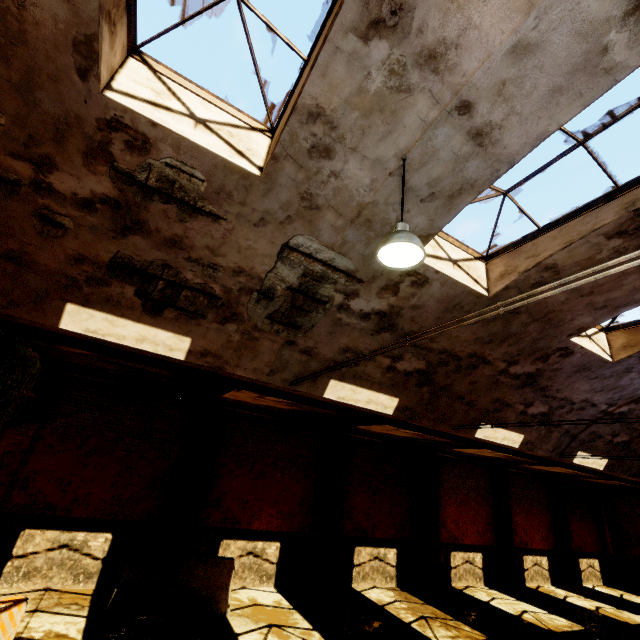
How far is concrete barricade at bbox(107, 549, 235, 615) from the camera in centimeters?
750cm

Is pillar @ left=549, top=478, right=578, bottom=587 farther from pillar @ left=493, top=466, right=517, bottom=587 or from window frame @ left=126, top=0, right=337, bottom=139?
window frame @ left=126, top=0, right=337, bottom=139

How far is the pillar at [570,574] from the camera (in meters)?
16.54

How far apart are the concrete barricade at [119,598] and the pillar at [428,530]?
8.1m

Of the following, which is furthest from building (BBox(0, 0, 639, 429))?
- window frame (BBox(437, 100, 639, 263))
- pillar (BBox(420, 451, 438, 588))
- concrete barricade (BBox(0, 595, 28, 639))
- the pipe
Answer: pillar (BBox(420, 451, 438, 588))

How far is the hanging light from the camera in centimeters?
350cm

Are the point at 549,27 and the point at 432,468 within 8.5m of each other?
no

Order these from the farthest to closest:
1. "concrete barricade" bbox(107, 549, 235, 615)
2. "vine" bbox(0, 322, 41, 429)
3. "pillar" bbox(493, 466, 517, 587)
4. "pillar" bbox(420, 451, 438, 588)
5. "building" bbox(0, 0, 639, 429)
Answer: "pillar" bbox(493, 466, 517, 587), "pillar" bbox(420, 451, 438, 588), "concrete barricade" bbox(107, 549, 235, 615), "vine" bbox(0, 322, 41, 429), "building" bbox(0, 0, 639, 429)
